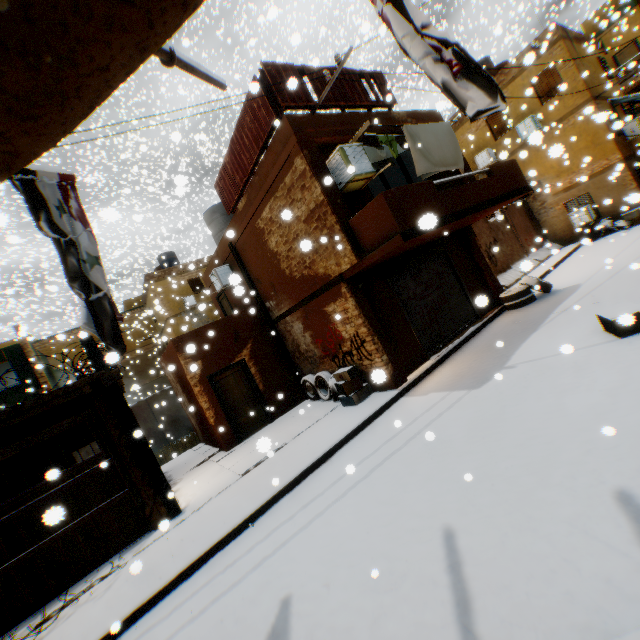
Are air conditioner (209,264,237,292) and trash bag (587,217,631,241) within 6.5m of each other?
no

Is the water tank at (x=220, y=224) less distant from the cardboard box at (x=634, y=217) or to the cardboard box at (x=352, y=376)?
the cardboard box at (x=352, y=376)

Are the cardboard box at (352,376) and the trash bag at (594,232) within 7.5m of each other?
no

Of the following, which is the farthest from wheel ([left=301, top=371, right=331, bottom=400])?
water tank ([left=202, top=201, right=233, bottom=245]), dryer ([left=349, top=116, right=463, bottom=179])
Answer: dryer ([left=349, top=116, right=463, bottom=179])

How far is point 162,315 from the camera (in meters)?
26.48

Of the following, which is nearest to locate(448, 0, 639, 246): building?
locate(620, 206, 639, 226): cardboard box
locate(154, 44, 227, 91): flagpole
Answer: locate(154, 44, 227, 91): flagpole

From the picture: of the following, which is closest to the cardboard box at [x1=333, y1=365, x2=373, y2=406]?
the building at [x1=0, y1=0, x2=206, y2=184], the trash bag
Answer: the building at [x1=0, y1=0, x2=206, y2=184]

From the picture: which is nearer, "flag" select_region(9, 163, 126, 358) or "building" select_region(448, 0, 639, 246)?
"flag" select_region(9, 163, 126, 358)
